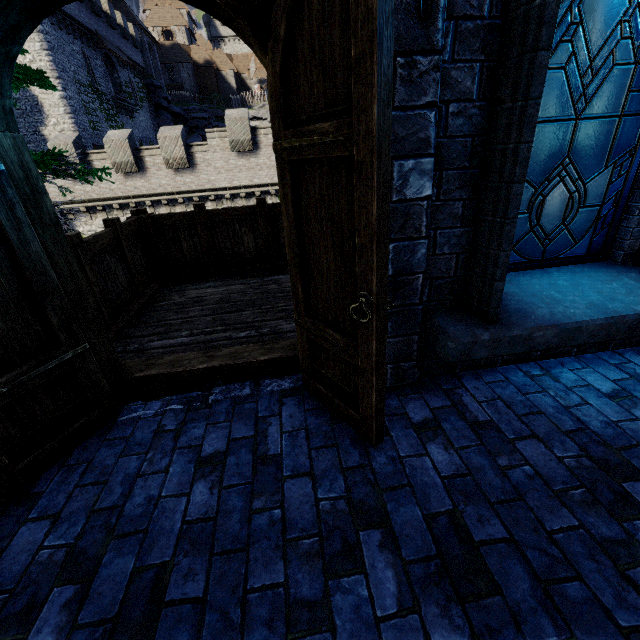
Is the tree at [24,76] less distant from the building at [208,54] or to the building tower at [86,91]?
the building tower at [86,91]

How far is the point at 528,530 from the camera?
1.6 meters

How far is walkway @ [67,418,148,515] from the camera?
1.9m

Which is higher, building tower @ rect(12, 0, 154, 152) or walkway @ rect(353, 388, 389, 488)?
building tower @ rect(12, 0, 154, 152)

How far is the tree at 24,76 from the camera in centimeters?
499cm

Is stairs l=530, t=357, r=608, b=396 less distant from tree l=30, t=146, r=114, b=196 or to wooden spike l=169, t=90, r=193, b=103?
tree l=30, t=146, r=114, b=196

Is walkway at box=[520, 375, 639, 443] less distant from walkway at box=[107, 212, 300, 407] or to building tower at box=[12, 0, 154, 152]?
walkway at box=[107, 212, 300, 407]

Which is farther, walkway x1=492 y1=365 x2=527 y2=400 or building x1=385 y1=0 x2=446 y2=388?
walkway x1=492 y1=365 x2=527 y2=400
